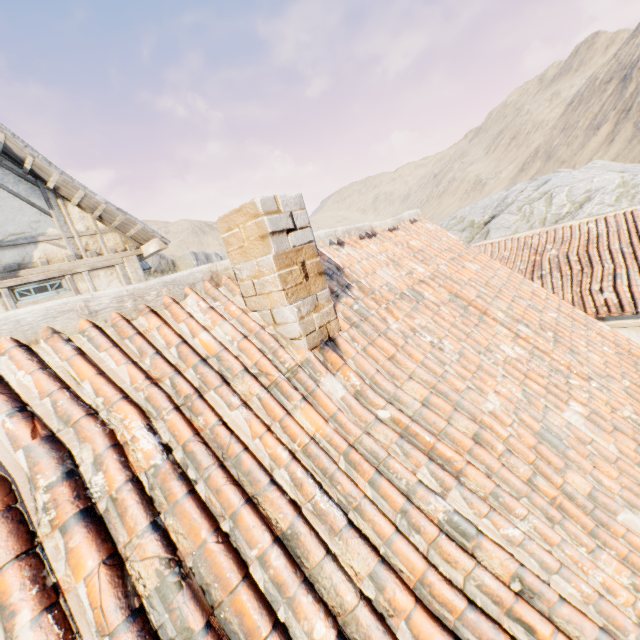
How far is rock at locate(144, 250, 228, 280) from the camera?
43.4 meters

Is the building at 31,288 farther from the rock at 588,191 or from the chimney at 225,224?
the rock at 588,191

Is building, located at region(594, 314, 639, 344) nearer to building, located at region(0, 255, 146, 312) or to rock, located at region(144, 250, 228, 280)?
rock, located at region(144, 250, 228, 280)

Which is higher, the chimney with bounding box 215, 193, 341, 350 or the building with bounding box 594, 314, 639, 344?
the chimney with bounding box 215, 193, 341, 350

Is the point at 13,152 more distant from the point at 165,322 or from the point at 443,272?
the point at 443,272

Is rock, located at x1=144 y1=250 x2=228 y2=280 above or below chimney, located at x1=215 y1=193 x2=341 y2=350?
above

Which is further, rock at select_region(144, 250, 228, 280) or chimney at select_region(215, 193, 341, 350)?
rock at select_region(144, 250, 228, 280)

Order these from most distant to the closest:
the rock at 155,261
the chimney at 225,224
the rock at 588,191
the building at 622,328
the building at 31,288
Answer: the rock at 155,261, the rock at 588,191, the building at 622,328, the building at 31,288, the chimney at 225,224
